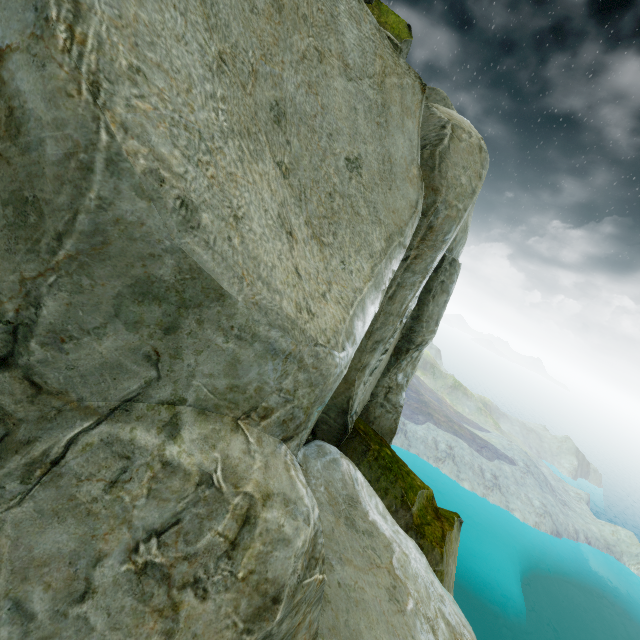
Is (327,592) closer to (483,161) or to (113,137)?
(113,137)
